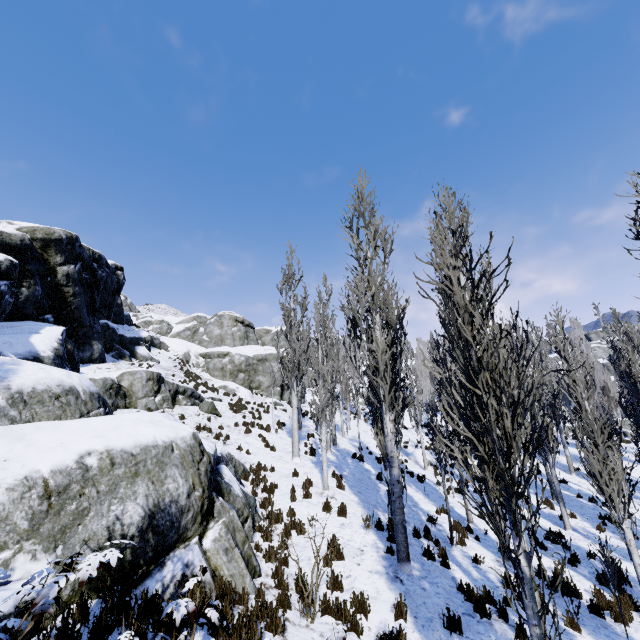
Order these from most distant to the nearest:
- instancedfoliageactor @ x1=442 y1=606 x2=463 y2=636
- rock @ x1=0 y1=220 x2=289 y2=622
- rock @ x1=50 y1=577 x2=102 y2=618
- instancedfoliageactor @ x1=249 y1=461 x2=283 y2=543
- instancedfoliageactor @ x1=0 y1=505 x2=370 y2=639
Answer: instancedfoliageactor @ x1=249 y1=461 x2=283 y2=543
instancedfoliageactor @ x1=442 y1=606 x2=463 y2=636
rock @ x1=0 y1=220 x2=289 y2=622
rock @ x1=50 y1=577 x2=102 y2=618
instancedfoliageactor @ x1=0 y1=505 x2=370 y2=639

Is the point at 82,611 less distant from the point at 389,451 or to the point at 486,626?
the point at 389,451

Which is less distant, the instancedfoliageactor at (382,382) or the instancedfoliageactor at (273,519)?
the instancedfoliageactor at (382,382)

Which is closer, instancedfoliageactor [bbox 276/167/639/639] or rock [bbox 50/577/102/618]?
instancedfoliageactor [bbox 276/167/639/639]

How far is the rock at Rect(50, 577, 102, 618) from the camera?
4.3 meters

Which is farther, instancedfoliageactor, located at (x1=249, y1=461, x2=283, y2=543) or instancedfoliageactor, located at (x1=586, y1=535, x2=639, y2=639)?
instancedfoliageactor, located at (x1=249, y1=461, x2=283, y2=543)

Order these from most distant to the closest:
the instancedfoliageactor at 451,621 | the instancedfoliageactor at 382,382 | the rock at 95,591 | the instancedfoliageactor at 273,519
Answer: the instancedfoliageactor at 273,519, the instancedfoliageactor at 451,621, the rock at 95,591, the instancedfoliageactor at 382,382
